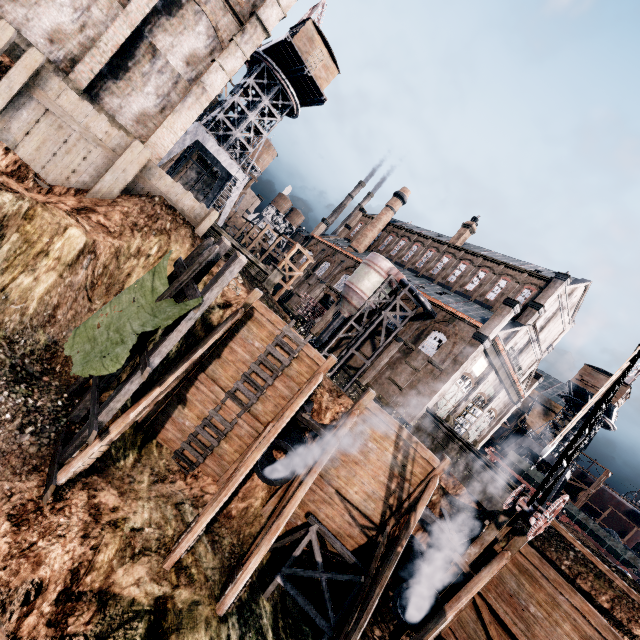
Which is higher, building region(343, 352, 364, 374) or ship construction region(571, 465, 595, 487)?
ship construction region(571, 465, 595, 487)

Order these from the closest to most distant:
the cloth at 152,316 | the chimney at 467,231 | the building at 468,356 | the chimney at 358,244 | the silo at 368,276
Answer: the cloth at 152,316 < the building at 468,356 < the silo at 368,276 < the chimney at 467,231 < the chimney at 358,244

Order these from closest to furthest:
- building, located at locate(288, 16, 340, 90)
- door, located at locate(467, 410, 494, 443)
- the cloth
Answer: the cloth → building, located at locate(288, 16, 340, 90) → door, located at locate(467, 410, 494, 443)

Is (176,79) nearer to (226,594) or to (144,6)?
(144,6)

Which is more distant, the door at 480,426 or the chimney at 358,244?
the chimney at 358,244

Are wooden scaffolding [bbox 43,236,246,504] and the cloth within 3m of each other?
yes

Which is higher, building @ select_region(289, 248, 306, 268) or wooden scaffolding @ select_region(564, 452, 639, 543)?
wooden scaffolding @ select_region(564, 452, 639, 543)

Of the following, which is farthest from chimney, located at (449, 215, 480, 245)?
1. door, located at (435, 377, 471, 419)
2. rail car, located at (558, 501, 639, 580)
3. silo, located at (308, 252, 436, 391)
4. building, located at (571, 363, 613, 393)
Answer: rail car, located at (558, 501, 639, 580)
